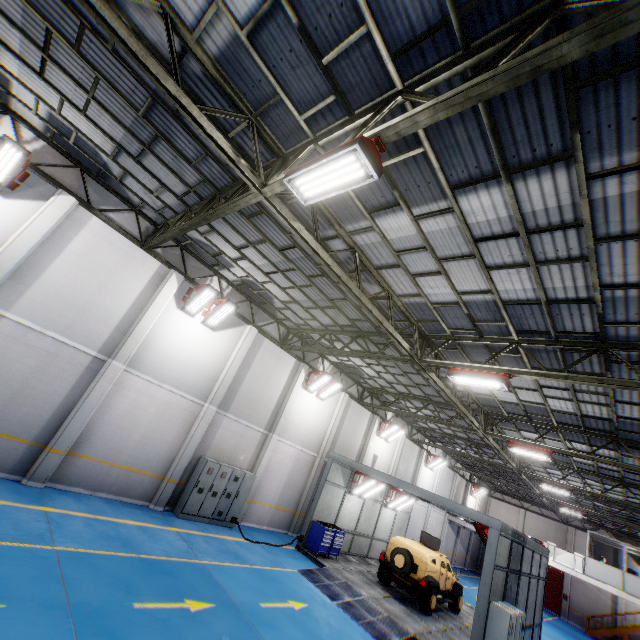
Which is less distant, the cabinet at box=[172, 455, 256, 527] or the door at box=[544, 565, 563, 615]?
the cabinet at box=[172, 455, 256, 527]

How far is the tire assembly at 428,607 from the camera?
13.17m

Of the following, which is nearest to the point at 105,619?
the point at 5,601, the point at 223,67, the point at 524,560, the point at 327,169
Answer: the point at 5,601

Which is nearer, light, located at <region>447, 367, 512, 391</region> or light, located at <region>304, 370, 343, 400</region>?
light, located at <region>447, 367, 512, 391</region>

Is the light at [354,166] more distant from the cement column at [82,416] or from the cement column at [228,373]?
the cement column at [228,373]

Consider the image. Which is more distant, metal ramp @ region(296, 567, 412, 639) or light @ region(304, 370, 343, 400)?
light @ region(304, 370, 343, 400)

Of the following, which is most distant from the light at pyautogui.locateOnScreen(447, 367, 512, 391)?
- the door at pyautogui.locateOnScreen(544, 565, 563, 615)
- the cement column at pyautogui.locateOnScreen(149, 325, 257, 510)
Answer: the door at pyautogui.locateOnScreen(544, 565, 563, 615)

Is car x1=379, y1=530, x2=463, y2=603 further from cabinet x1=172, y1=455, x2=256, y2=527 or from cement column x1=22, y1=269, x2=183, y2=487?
cement column x1=22, y1=269, x2=183, y2=487
